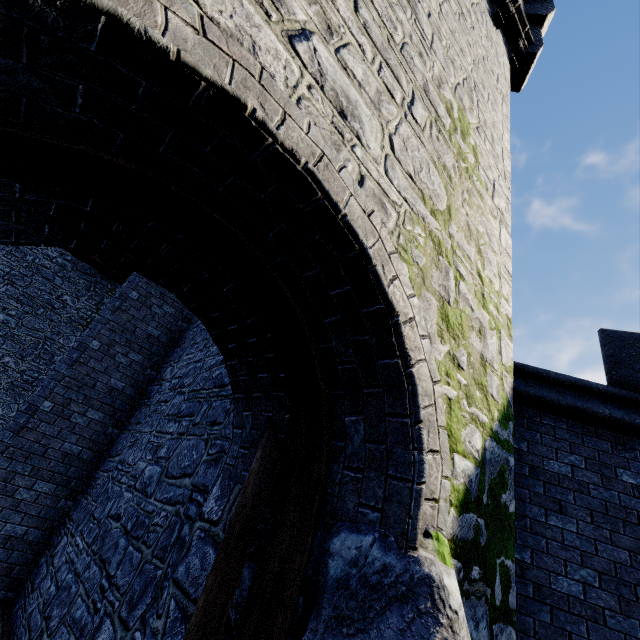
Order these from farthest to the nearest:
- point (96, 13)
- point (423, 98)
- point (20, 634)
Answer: point (20, 634) < point (423, 98) < point (96, 13)

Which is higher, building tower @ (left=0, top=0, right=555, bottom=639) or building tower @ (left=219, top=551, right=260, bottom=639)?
building tower @ (left=0, top=0, right=555, bottom=639)

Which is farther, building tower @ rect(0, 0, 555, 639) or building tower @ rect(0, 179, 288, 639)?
building tower @ rect(0, 179, 288, 639)

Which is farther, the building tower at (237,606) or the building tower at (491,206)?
the building tower at (237,606)

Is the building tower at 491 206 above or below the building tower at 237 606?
above
